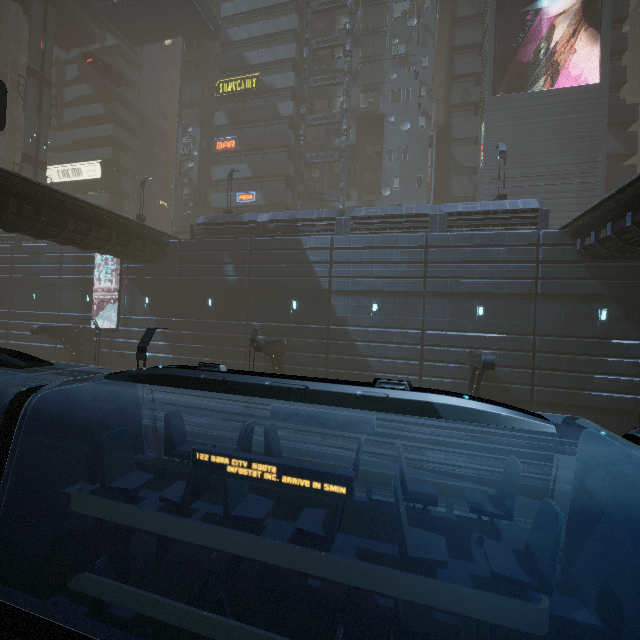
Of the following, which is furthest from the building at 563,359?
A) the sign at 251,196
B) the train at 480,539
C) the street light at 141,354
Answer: the train at 480,539

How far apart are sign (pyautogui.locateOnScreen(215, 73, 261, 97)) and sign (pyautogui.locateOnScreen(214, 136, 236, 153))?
4.34m

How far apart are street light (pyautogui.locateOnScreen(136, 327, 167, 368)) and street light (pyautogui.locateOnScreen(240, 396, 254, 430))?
6.7m

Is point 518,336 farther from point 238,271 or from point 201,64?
point 201,64

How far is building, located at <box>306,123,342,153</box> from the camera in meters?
34.5 m

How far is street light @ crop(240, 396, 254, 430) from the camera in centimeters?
1723cm

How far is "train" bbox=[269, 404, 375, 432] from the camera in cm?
541

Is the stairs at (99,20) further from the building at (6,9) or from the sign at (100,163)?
the sign at (100,163)
